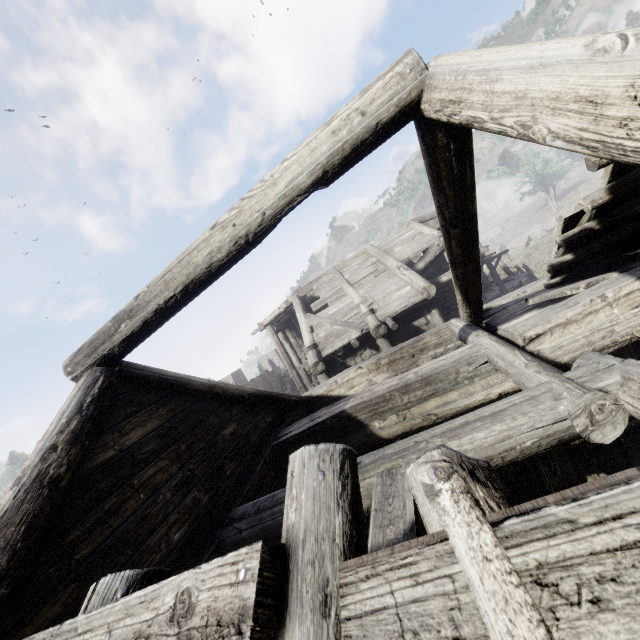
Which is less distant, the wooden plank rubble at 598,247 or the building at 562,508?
the building at 562,508

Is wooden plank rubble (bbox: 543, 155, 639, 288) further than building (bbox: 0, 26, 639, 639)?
Yes

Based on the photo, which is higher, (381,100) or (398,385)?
(381,100)
